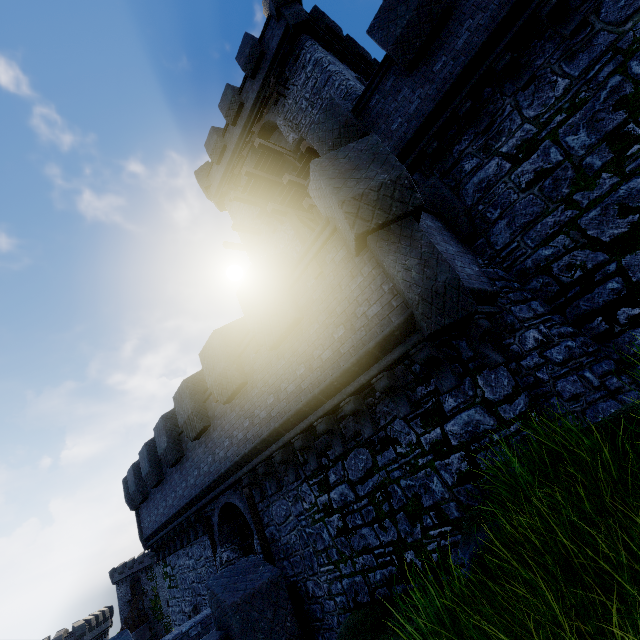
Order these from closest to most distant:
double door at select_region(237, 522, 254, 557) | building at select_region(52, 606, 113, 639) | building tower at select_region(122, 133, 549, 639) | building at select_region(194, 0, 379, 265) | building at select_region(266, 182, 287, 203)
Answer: building tower at select_region(122, 133, 549, 639) < double door at select_region(237, 522, 254, 557) < building at select_region(194, 0, 379, 265) < building at select_region(266, 182, 287, 203) < building at select_region(52, 606, 113, 639)

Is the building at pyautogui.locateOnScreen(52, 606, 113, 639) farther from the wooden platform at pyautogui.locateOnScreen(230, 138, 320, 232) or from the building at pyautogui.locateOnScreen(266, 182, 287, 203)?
the wooden platform at pyautogui.locateOnScreen(230, 138, 320, 232)

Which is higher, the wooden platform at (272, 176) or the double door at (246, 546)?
the wooden platform at (272, 176)

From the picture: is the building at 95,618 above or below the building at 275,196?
below

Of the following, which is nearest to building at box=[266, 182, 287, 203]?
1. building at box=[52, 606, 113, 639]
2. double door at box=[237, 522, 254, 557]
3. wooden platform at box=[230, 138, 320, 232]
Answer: wooden platform at box=[230, 138, 320, 232]

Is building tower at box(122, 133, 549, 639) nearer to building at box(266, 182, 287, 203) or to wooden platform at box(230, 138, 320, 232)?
building at box(266, 182, 287, 203)

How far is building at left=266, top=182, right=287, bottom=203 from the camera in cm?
1541

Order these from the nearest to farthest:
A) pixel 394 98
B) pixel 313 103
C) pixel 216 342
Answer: pixel 394 98 < pixel 216 342 < pixel 313 103
